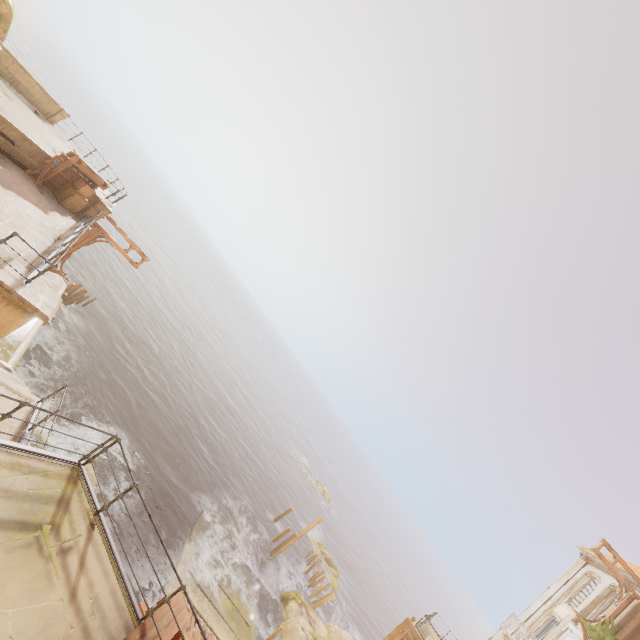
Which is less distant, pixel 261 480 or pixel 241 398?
pixel 261 480

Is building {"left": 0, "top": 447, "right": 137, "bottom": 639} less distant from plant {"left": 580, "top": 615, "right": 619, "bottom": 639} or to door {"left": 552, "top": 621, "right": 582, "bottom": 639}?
plant {"left": 580, "top": 615, "right": 619, "bottom": 639}

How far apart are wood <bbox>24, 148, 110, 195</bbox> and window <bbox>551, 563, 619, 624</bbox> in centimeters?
3677cm

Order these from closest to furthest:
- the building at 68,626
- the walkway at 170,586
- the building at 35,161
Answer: the building at 68,626, the building at 35,161, the walkway at 170,586

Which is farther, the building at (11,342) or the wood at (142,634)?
the building at (11,342)

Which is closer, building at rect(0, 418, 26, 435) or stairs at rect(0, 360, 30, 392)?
building at rect(0, 418, 26, 435)

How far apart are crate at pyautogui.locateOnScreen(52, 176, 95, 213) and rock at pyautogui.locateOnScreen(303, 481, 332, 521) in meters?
56.6 m

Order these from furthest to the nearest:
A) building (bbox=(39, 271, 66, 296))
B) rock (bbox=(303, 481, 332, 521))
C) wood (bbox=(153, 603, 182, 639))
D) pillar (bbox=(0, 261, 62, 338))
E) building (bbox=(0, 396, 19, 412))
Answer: rock (bbox=(303, 481, 332, 521)) < building (bbox=(39, 271, 66, 296)) < building (bbox=(0, 396, 19, 412)) < pillar (bbox=(0, 261, 62, 338)) < wood (bbox=(153, 603, 182, 639))
